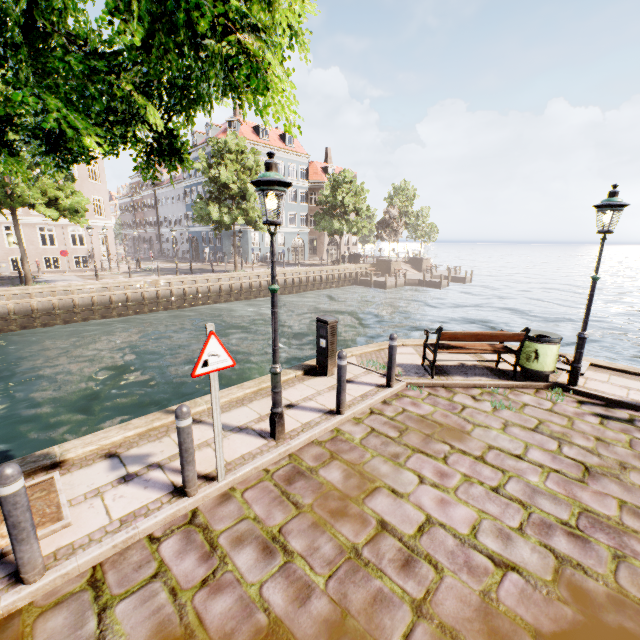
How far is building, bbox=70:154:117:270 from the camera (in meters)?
27.34

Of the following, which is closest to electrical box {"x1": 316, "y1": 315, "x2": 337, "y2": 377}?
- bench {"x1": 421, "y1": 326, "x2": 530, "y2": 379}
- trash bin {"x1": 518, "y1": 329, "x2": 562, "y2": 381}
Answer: bench {"x1": 421, "y1": 326, "x2": 530, "y2": 379}

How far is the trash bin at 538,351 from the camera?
6.5m

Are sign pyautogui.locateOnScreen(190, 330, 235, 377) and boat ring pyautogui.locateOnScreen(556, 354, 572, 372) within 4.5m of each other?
no

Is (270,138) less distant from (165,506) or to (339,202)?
(339,202)

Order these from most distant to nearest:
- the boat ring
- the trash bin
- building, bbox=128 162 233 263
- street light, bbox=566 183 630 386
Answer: building, bbox=128 162 233 263 < the boat ring < the trash bin < street light, bbox=566 183 630 386

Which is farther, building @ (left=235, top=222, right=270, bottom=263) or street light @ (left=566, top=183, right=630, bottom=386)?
building @ (left=235, top=222, right=270, bottom=263)

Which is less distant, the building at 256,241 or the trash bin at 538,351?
the trash bin at 538,351
